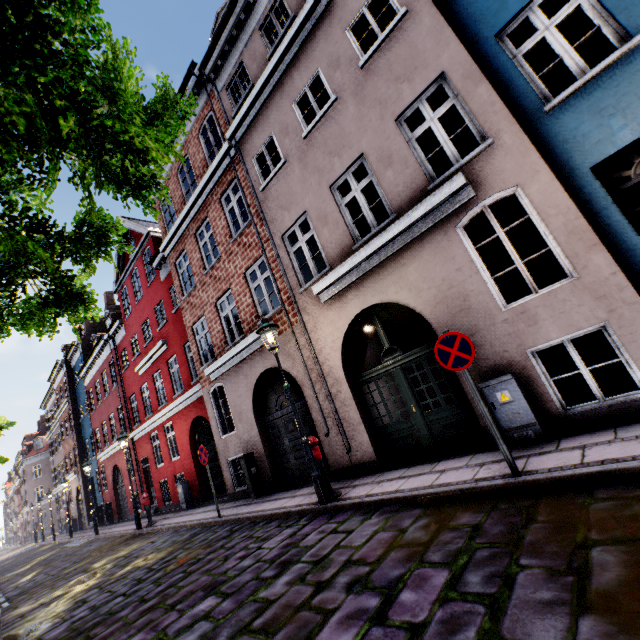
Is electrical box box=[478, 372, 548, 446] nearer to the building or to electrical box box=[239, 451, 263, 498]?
the building

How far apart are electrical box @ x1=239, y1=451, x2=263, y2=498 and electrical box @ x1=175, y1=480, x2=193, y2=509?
5.59m

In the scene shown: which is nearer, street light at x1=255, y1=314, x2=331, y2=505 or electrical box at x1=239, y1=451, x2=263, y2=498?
street light at x1=255, y1=314, x2=331, y2=505

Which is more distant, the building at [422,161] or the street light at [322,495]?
the street light at [322,495]

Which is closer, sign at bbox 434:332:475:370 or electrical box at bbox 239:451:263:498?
sign at bbox 434:332:475:370

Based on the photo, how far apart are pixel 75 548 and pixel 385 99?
22.6m

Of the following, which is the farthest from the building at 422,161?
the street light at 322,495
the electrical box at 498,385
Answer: the street light at 322,495

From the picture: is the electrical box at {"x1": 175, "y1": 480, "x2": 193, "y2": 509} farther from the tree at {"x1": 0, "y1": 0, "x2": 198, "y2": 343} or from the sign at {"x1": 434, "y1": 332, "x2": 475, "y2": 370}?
the sign at {"x1": 434, "y1": 332, "x2": 475, "y2": 370}
